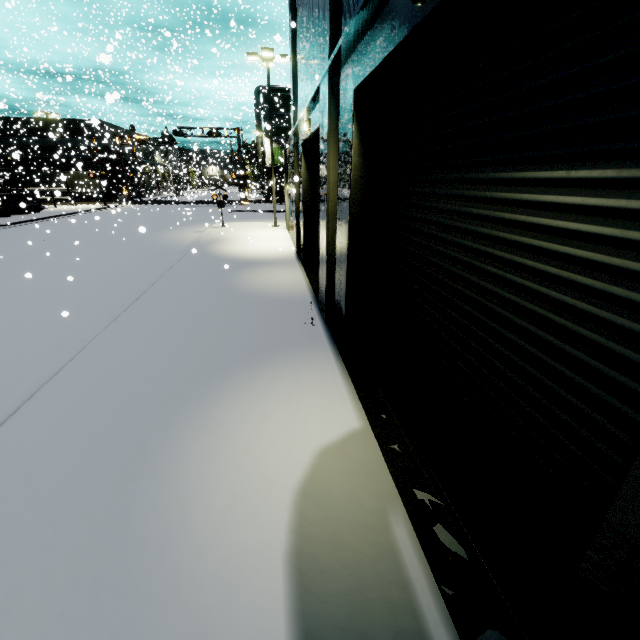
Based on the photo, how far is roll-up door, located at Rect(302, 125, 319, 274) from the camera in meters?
10.8

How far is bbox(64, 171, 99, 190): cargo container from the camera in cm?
3813

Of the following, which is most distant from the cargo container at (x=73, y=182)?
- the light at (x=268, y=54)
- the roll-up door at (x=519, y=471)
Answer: the roll-up door at (x=519, y=471)

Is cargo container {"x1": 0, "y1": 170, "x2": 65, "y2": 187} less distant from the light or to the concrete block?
the concrete block

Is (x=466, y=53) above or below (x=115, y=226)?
above

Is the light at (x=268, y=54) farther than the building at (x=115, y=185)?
No

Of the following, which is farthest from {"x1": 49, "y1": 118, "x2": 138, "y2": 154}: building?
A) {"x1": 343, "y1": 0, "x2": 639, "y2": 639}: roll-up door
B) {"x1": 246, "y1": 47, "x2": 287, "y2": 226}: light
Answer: {"x1": 246, "y1": 47, "x2": 287, "y2": 226}: light
